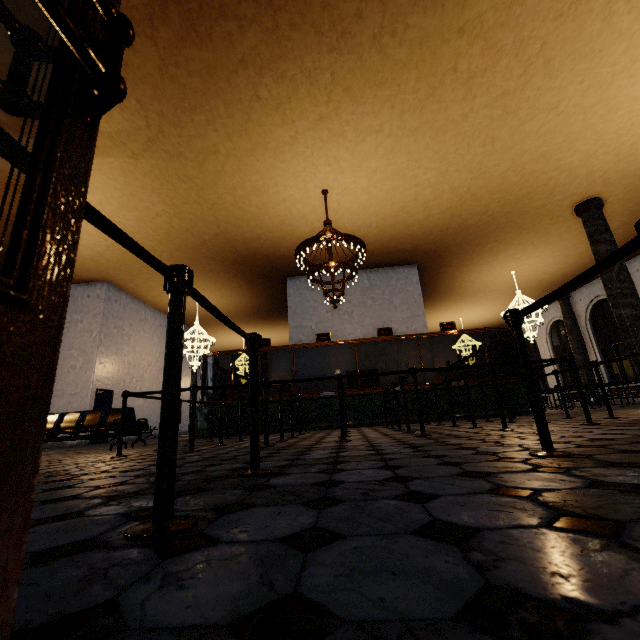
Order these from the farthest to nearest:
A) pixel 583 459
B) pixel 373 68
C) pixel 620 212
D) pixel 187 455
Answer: pixel 620 212, pixel 373 68, pixel 187 455, pixel 583 459
